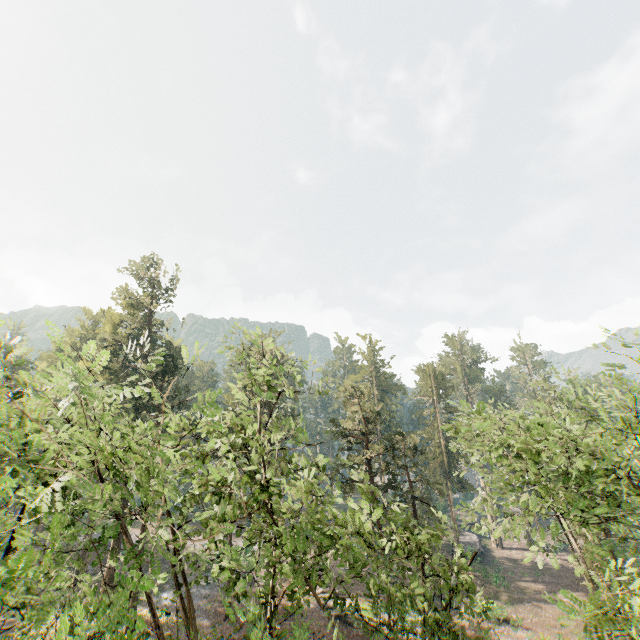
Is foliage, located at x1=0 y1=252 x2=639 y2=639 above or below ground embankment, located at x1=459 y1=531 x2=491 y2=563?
above

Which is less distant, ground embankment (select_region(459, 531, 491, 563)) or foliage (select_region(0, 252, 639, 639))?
foliage (select_region(0, 252, 639, 639))

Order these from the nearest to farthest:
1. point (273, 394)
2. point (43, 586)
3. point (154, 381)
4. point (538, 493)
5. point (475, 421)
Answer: point (43, 586), point (475, 421), point (538, 493), point (154, 381), point (273, 394)

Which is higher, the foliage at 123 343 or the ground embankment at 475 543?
the foliage at 123 343

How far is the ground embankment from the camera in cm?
4344

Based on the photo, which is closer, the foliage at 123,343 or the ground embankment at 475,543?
the foliage at 123,343
